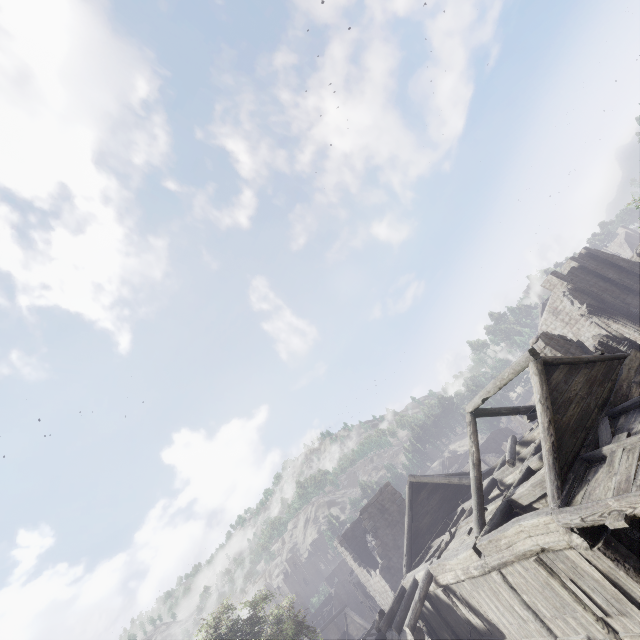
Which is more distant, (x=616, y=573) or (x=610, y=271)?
(x=610, y=271)

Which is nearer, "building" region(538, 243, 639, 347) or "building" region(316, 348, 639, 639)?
"building" region(316, 348, 639, 639)

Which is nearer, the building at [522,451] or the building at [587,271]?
the building at [522,451]
